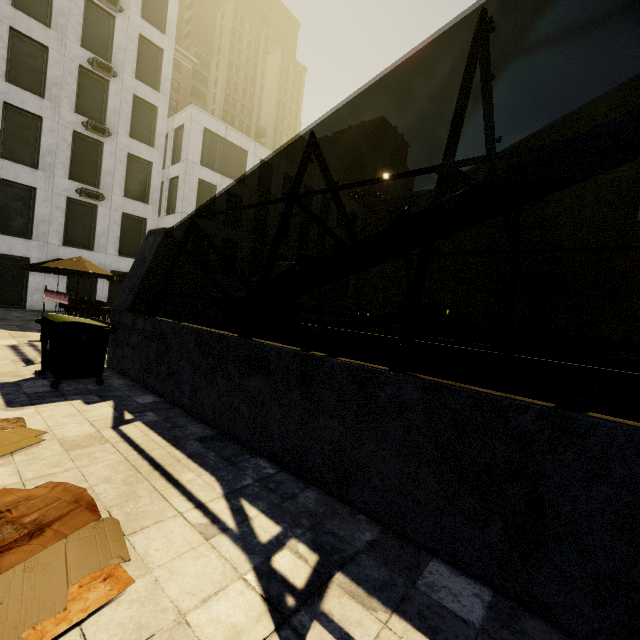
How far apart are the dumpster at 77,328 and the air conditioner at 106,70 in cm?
2128

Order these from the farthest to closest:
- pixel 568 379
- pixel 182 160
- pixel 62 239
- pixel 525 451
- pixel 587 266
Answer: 1. pixel 587 266
2. pixel 182 160
3. pixel 62 239
4. pixel 568 379
5. pixel 525 451

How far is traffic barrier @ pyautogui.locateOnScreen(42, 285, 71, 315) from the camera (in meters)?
7.66

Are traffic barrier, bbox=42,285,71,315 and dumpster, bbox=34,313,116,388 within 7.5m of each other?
yes

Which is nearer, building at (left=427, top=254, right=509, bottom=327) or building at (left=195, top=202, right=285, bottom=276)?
building at (left=195, top=202, right=285, bottom=276)

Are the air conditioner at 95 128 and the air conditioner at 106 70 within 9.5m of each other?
yes

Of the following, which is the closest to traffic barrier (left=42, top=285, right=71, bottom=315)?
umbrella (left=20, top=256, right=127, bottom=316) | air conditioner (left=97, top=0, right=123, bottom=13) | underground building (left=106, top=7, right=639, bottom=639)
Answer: underground building (left=106, top=7, right=639, bottom=639)

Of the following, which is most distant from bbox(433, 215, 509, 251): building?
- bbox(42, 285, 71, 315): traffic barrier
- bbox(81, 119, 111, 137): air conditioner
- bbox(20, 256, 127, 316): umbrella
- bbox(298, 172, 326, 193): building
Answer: bbox(81, 119, 111, 137): air conditioner
